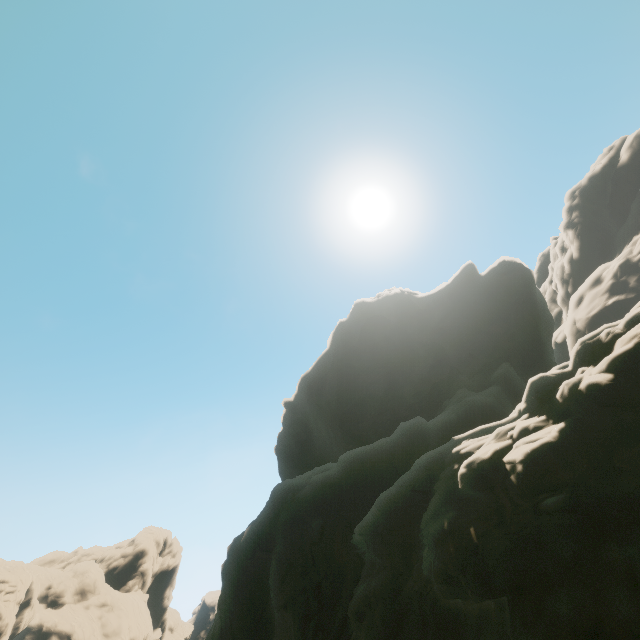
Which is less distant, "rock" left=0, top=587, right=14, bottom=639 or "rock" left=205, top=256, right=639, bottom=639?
"rock" left=205, top=256, right=639, bottom=639

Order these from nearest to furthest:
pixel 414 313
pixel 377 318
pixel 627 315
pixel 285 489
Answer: pixel 627 315
pixel 285 489
pixel 377 318
pixel 414 313

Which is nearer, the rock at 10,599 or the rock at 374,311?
the rock at 374,311
